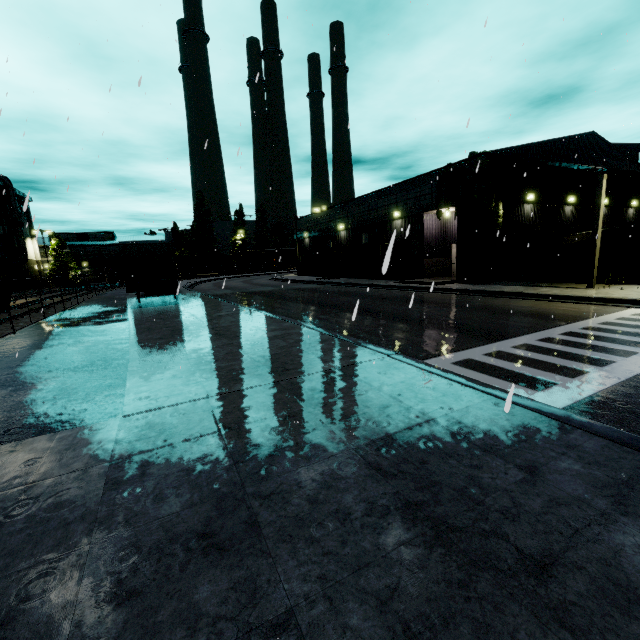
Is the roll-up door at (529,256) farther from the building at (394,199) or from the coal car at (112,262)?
the coal car at (112,262)

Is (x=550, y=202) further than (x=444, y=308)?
Yes

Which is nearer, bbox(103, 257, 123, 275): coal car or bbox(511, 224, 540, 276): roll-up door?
bbox(511, 224, 540, 276): roll-up door

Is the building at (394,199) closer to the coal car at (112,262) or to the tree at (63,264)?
the tree at (63,264)

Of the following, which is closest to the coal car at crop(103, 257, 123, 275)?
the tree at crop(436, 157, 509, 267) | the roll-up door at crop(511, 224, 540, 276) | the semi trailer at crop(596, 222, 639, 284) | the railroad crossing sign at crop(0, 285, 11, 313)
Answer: the tree at crop(436, 157, 509, 267)

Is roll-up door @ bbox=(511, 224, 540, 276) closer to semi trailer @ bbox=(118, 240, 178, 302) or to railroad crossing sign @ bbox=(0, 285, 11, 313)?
semi trailer @ bbox=(118, 240, 178, 302)

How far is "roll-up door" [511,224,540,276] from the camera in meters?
22.0 m
